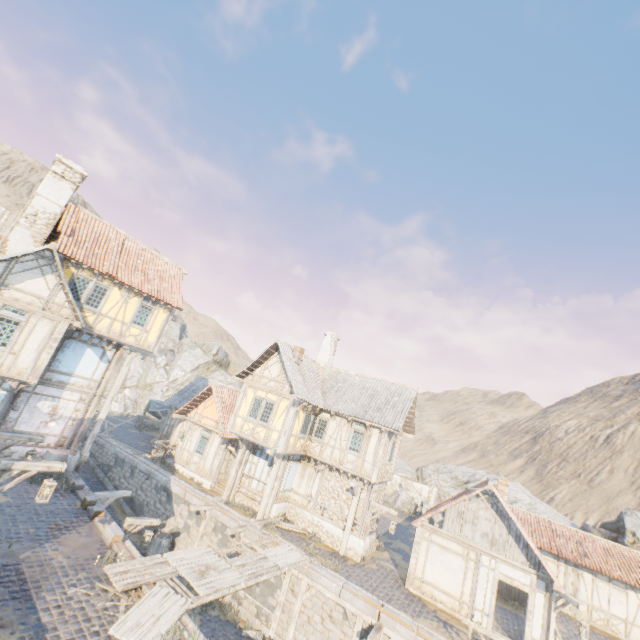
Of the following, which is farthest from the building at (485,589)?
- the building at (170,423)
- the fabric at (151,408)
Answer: the fabric at (151,408)

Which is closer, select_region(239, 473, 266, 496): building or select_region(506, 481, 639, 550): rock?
select_region(239, 473, 266, 496): building

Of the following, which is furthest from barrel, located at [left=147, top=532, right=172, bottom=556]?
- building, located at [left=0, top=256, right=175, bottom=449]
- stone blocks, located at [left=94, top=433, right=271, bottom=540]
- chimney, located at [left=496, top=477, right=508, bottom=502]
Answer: chimney, located at [left=496, top=477, right=508, bottom=502]

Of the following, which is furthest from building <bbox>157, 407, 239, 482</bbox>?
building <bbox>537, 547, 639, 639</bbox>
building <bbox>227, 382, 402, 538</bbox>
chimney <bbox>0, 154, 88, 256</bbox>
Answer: building <bbox>537, 547, 639, 639</bbox>

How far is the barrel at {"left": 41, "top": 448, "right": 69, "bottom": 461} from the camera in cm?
1511

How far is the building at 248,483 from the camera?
19.4m

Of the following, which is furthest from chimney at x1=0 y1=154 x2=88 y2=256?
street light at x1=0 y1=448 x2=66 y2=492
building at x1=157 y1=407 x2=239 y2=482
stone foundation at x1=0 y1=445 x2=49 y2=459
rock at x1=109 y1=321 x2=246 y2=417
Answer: building at x1=157 y1=407 x2=239 y2=482

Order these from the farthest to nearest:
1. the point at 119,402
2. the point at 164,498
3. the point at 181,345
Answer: the point at 181,345
the point at 119,402
the point at 164,498
